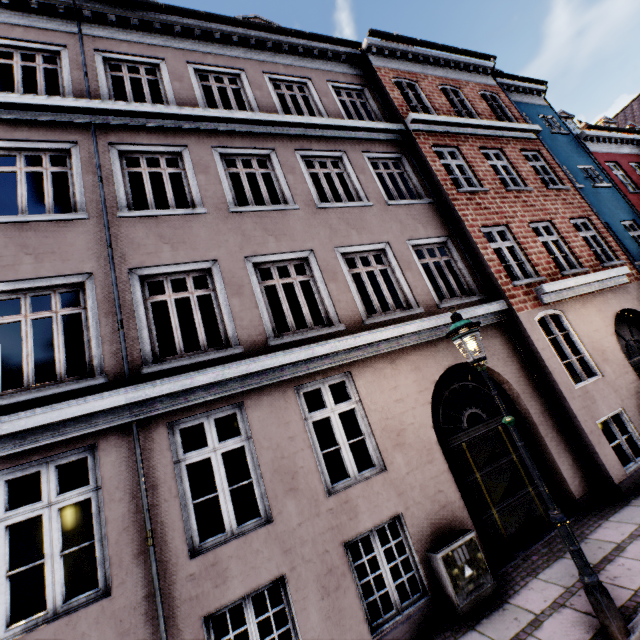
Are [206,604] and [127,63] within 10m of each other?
no

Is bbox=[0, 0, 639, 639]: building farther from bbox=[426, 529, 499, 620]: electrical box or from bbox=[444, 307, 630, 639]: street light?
bbox=[444, 307, 630, 639]: street light

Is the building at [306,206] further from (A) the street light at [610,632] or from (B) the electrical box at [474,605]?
(A) the street light at [610,632]

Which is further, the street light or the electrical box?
the electrical box

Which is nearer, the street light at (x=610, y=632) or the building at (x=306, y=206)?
the street light at (x=610, y=632)

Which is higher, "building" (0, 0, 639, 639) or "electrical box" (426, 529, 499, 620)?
"building" (0, 0, 639, 639)

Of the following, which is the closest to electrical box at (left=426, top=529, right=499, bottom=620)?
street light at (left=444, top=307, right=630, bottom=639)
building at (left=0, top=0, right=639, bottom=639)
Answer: building at (left=0, top=0, right=639, bottom=639)
